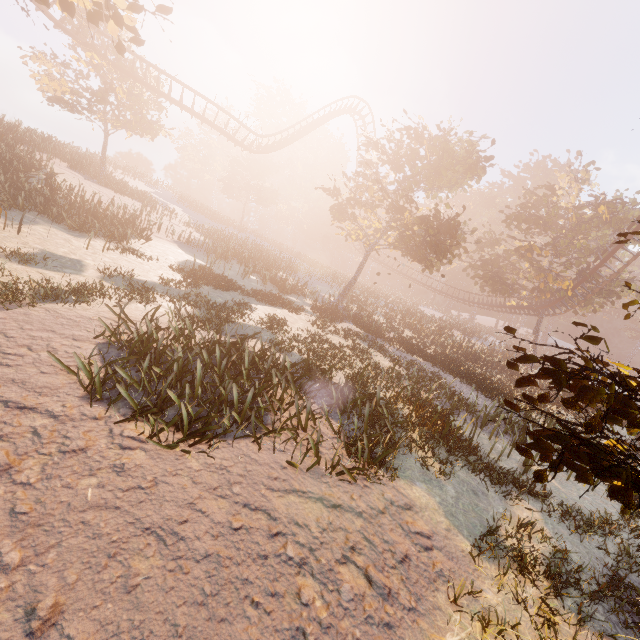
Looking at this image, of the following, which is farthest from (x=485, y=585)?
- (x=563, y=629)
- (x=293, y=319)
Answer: (x=293, y=319)

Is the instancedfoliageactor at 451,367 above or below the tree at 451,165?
below

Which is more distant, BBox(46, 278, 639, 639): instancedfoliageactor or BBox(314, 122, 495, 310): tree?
BBox(314, 122, 495, 310): tree

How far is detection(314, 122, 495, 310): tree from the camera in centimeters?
2108cm

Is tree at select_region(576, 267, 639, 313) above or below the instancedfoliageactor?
above

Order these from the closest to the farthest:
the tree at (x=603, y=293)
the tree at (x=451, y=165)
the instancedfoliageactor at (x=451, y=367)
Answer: the instancedfoliageactor at (x=451, y=367)
the tree at (x=451, y=165)
the tree at (x=603, y=293)

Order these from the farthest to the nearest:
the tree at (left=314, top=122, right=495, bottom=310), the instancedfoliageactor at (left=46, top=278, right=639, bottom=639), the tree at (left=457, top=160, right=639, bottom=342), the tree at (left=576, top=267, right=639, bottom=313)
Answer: the tree at (left=457, top=160, right=639, bottom=342)
the tree at (left=576, top=267, right=639, bottom=313)
the tree at (left=314, top=122, right=495, bottom=310)
the instancedfoliageactor at (left=46, top=278, right=639, bottom=639)
